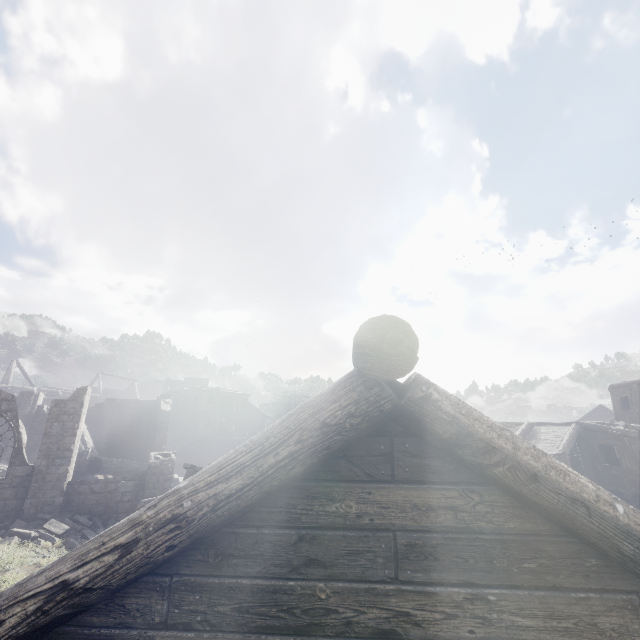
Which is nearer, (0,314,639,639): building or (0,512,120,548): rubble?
(0,314,639,639): building

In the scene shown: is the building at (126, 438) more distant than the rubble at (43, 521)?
No

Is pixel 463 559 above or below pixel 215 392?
below

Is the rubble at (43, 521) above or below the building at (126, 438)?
below

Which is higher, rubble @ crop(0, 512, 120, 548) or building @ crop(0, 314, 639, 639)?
building @ crop(0, 314, 639, 639)
